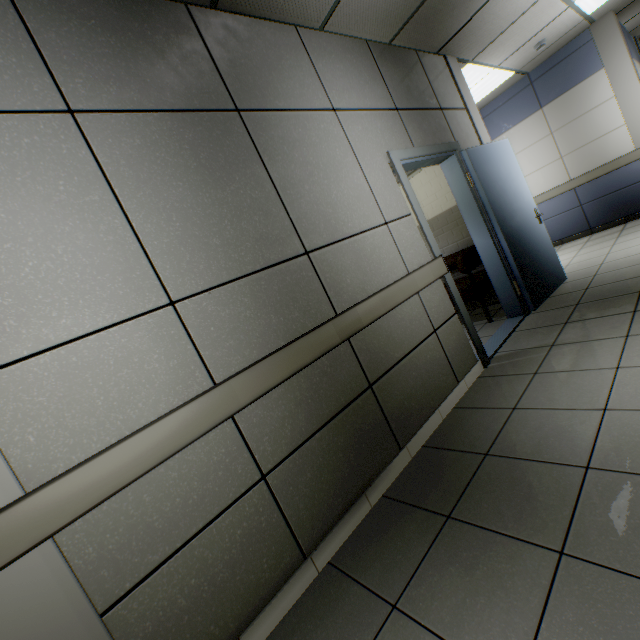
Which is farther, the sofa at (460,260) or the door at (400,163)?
the sofa at (460,260)

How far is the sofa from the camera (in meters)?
4.06

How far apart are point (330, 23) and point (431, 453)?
3.5m

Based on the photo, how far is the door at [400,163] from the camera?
3.0 meters

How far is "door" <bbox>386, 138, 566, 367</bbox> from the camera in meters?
3.0 m

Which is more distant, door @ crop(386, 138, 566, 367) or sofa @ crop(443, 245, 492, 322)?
sofa @ crop(443, 245, 492, 322)
